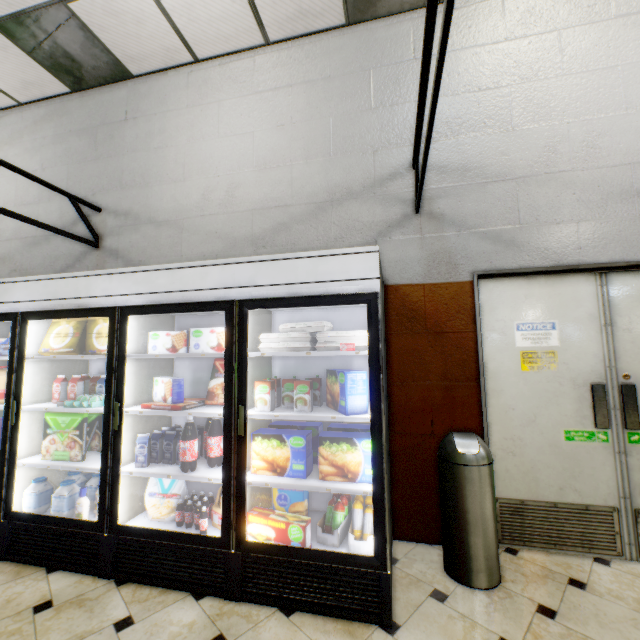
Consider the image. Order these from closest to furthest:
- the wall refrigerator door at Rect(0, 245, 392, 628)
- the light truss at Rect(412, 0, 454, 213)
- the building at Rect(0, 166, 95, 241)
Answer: the light truss at Rect(412, 0, 454, 213), the wall refrigerator door at Rect(0, 245, 392, 628), the building at Rect(0, 166, 95, 241)

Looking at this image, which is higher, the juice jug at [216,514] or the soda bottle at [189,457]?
the soda bottle at [189,457]

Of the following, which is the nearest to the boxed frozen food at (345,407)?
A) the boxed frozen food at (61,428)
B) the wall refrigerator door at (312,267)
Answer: the wall refrigerator door at (312,267)

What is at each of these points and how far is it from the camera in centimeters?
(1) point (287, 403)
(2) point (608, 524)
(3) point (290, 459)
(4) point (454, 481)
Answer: (1) broth carton, 243cm
(2) door, 250cm
(3) boxed frozen food, 225cm
(4) trash can, 229cm

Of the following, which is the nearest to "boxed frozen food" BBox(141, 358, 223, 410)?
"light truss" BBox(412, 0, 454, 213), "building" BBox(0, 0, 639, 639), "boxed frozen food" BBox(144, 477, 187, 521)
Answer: "boxed frozen food" BBox(144, 477, 187, 521)

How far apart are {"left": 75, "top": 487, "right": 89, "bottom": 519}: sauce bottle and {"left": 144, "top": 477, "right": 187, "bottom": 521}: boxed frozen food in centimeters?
30cm

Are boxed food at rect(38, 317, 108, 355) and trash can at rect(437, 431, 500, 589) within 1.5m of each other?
no

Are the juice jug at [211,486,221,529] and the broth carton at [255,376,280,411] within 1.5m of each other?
yes
